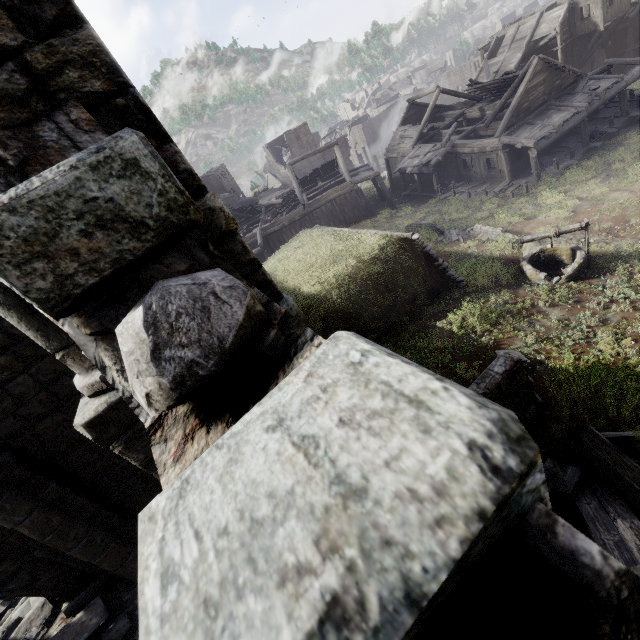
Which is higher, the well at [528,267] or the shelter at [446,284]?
the shelter at [446,284]

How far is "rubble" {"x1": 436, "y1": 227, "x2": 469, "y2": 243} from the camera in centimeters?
1831cm

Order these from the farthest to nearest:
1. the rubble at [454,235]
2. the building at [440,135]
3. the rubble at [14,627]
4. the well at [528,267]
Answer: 1. the rubble at [454,235]
2. the well at [528,267]
3. the rubble at [14,627]
4. the building at [440,135]

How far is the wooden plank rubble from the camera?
23.9 meters

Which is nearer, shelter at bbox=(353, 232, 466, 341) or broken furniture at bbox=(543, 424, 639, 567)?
broken furniture at bbox=(543, 424, 639, 567)

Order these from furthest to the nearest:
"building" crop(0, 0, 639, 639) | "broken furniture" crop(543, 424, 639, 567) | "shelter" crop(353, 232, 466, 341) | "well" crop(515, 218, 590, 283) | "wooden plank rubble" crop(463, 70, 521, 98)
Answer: "wooden plank rubble" crop(463, 70, 521, 98), "shelter" crop(353, 232, 466, 341), "well" crop(515, 218, 590, 283), "broken furniture" crop(543, 424, 639, 567), "building" crop(0, 0, 639, 639)

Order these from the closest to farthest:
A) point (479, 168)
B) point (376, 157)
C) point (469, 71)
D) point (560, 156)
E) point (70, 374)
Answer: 1. point (70, 374)
2. point (560, 156)
3. point (479, 168)
4. point (376, 157)
5. point (469, 71)

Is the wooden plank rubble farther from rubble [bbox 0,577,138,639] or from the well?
rubble [bbox 0,577,138,639]
